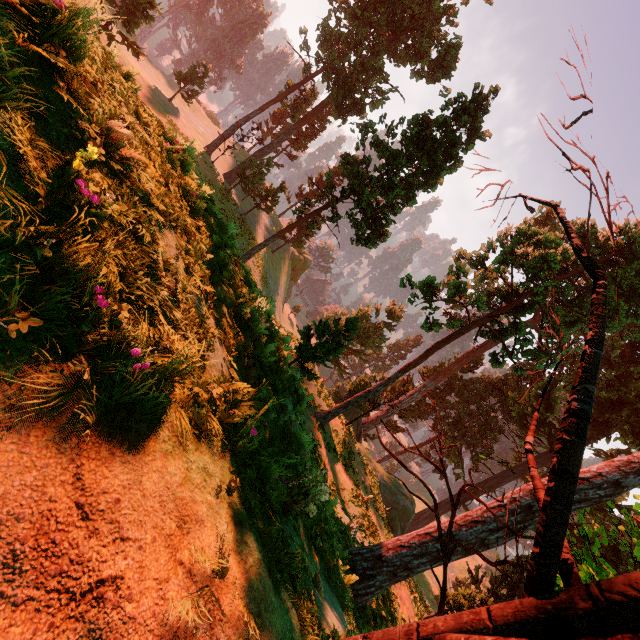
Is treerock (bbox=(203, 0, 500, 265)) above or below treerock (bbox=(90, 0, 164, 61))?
above

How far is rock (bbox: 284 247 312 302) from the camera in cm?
5366

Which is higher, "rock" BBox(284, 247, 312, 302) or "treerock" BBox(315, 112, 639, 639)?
"treerock" BBox(315, 112, 639, 639)

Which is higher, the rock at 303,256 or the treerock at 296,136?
the treerock at 296,136

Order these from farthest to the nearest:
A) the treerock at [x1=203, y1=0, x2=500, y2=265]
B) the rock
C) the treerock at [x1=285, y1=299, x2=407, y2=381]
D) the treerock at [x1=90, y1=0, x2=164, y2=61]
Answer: the rock, the treerock at [x1=203, y1=0, x2=500, y2=265], the treerock at [x1=285, y1=299, x2=407, y2=381], the treerock at [x1=90, y1=0, x2=164, y2=61]

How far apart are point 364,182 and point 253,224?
21.9 meters

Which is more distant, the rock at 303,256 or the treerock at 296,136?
the rock at 303,256

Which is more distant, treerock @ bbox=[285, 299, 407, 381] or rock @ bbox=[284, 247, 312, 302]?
rock @ bbox=[284, 247, 312, 302]
